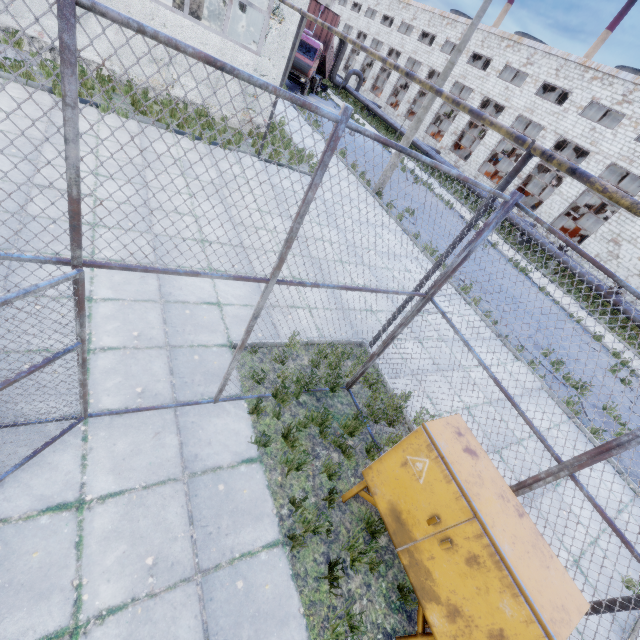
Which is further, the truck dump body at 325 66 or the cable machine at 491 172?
the cable machine at 491 172

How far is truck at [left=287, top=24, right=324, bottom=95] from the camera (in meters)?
24.36

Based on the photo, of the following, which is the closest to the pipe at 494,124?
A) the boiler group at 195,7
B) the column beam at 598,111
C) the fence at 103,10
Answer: the column beam at 598,111

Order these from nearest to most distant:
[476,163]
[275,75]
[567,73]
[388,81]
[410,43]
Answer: [275,75], [567,73], [476,163], [410,43], [388,81]

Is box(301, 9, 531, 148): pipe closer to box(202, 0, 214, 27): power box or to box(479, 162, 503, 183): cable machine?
box(479, 162, 503, 183): cable machine

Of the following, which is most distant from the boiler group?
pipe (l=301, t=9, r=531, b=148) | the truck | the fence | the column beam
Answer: the column beam

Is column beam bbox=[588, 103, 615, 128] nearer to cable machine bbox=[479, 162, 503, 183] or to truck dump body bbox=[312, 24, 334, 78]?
cable machine bbox=[479, 162, 503, 183]

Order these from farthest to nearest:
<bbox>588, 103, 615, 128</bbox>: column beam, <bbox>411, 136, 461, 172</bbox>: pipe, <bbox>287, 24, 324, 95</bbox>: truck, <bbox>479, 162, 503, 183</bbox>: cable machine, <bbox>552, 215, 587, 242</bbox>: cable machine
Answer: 1. <bbox>552, 215, 587, 242</bbox>: cable machine
2. <bbox>479, 162, 503, 183</bbox>: cable machine
3. <bbox>588, 103, 615, 128</bbox>: column beam
4. <bbox>411, 136, 461, 172</bbox>: pipe
5. <bbox>287, 24, 324, 95</bbox>: truck
